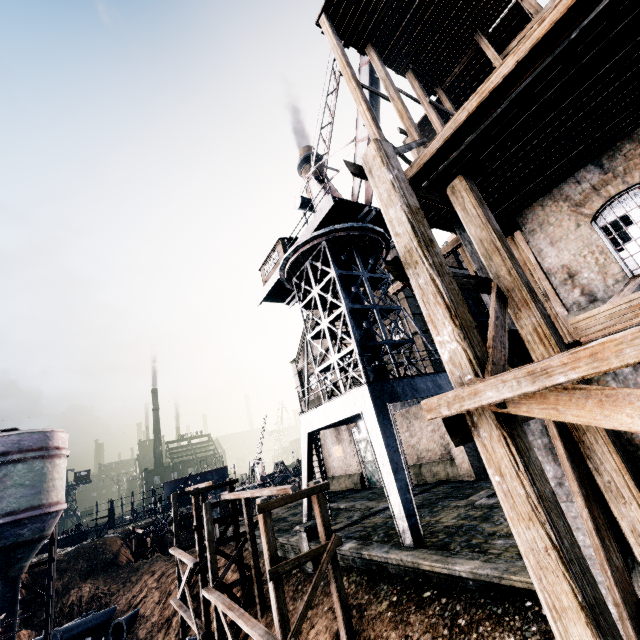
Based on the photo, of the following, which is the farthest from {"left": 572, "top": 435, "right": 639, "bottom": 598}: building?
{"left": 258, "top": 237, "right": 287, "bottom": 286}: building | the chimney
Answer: {"left": 258, "top": 237, "right": 287, "bottom": 286}: building

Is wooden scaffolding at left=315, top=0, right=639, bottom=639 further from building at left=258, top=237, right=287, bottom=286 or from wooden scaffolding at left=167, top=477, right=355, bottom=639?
building at left=258, top=237, right=287, bottom=286

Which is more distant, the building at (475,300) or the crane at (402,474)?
the building at (475,300)

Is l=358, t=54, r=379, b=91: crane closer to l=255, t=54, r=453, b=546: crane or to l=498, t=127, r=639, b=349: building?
l=255, t=54, r=453, b=546: crane

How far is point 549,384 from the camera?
3.77m

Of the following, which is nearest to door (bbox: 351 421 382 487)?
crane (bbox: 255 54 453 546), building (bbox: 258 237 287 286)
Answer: crane (bbox: 255 54 453 546)

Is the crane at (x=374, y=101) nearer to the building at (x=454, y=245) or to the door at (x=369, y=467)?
the building at (x=454, y=245)

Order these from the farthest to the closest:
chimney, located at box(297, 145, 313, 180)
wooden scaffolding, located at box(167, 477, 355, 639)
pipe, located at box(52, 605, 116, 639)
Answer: chimney, located at box(297, 145, 313, 180) → pipe, located at box(52, 605, 116, 639) → wooden scaffolding, located at box(167, 477, 355, 639)
